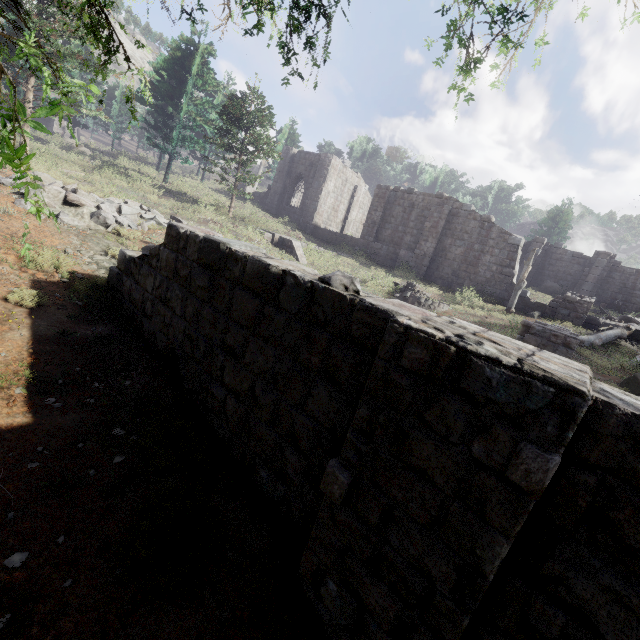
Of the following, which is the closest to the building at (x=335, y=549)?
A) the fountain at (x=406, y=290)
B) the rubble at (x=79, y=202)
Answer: the rubble at (x=79, y=202)

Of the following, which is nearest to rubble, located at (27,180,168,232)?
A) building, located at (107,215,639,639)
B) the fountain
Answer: building, located at (107,215,639,639)

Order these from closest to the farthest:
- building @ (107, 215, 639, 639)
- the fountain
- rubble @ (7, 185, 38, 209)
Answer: building @ (107, 215, 639, 639), rubble @ (7, 185, 38, 209), the fountain

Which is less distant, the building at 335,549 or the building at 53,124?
the building at 335,549

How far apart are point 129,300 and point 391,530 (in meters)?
6.32

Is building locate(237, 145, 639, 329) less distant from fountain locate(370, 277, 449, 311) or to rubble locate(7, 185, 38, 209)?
fountain locate(370, 277, 449, 311)

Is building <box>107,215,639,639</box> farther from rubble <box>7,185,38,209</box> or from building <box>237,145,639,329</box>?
building <box>237,145,639,329</box>

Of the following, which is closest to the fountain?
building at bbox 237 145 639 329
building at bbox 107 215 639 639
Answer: building at bbox 237 145 639 329
